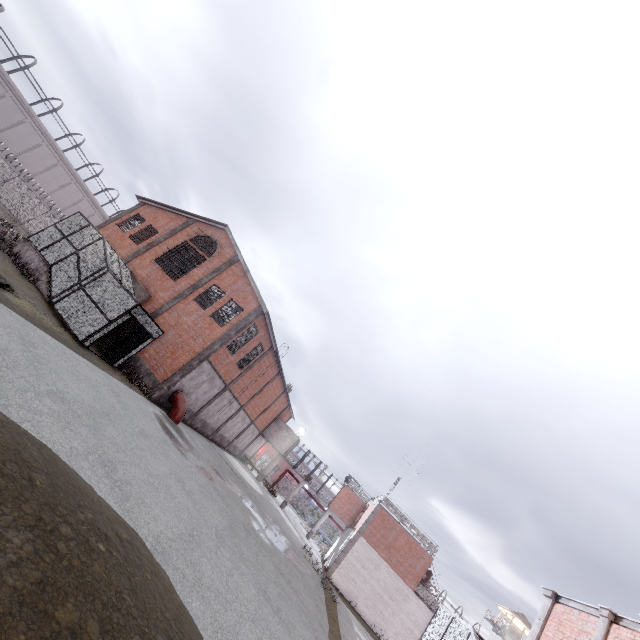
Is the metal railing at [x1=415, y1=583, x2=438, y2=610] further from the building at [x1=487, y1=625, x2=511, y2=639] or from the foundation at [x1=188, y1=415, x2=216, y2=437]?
the building at [x1=487, y1=625, x2=511, y2=639]

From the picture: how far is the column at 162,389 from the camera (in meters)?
19.70

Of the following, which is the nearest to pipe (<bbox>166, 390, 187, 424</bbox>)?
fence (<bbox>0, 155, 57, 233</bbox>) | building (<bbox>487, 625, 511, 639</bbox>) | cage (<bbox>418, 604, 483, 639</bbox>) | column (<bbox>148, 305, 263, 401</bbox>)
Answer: column (<bbox>148, 305, 263, 401</bbox>)

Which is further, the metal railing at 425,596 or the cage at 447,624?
the metal railing at 425,596

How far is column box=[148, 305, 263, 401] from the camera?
19.7 meters

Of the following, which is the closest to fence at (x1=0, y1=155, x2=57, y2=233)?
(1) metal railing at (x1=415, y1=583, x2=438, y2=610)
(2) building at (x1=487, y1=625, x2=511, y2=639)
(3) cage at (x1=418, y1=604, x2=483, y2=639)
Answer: (1) metal railing at (x1=415, y1=583, x2=438, y2=610)

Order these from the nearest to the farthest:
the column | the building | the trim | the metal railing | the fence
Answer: the trim, the column, the metal railing, the fence, the building

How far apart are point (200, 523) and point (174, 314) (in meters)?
15.70
